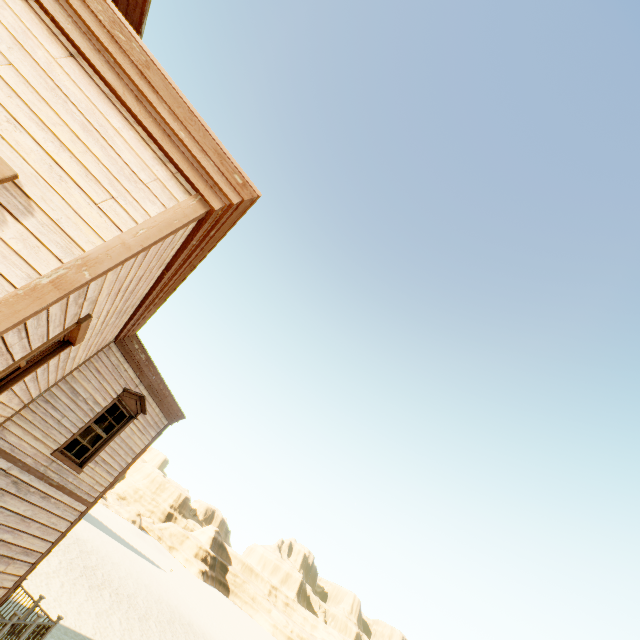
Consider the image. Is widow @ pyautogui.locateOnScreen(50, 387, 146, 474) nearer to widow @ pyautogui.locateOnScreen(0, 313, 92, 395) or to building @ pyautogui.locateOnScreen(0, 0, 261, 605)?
building @ pyautogui.locateOnScreen(0, 0, 261, 605)

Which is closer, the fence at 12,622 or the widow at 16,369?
the widow at 16,369

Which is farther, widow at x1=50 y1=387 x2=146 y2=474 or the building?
widow at x1=50 y1=387 x2=146 y2=474

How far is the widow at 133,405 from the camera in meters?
Answer: 8.0

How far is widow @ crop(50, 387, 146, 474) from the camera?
8.0 meters

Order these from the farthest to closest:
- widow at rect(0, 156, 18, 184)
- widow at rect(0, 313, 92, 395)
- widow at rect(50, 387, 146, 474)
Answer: widow at rect(50, 387, 146, 474) < widow at rect(0, 313, 92, 395) < widow at rect(0, 156, 18, 184)

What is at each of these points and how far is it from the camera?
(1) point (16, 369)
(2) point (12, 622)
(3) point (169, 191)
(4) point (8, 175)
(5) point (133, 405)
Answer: (1) widow, 3.9m
(2) fence, 8.4m
(3) building, 3.0m
(4) widow, 2.2m
(5) widow, 9.4m

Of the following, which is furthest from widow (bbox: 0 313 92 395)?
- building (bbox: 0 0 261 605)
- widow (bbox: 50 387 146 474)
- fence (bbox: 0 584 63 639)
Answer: fence (bbox: 0 584 63 639)
